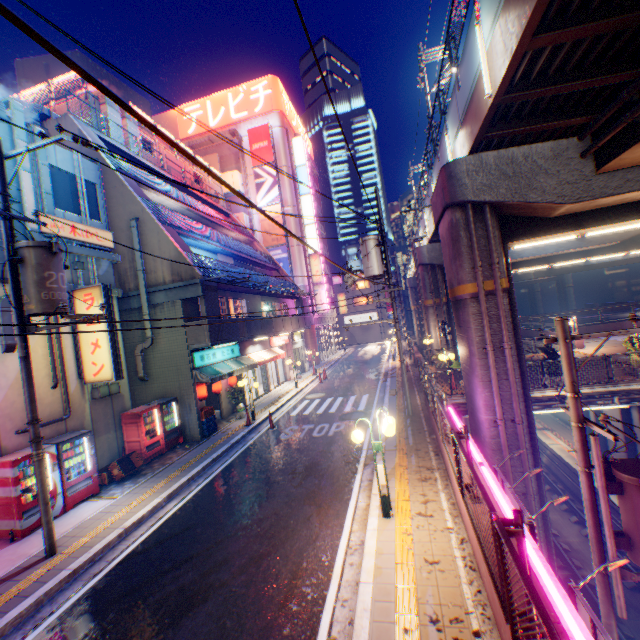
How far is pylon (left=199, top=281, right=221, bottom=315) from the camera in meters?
14.8

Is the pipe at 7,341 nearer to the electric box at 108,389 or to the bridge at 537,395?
the electric box at 108,389

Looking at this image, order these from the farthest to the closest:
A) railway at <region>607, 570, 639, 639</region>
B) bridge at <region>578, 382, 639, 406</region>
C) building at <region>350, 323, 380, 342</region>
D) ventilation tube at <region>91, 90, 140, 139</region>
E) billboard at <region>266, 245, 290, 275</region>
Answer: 1. building at <region>350, 323, 380, 342</region>
2. billboard at <region>266, 245, 290, 275</region>
3. ventilation tube at <region>91, 90, 140, 139</region>
4. bridge at <region>578, 382, 639, 406</region>
5. railway at <region>607, 570, 639, 639</region>

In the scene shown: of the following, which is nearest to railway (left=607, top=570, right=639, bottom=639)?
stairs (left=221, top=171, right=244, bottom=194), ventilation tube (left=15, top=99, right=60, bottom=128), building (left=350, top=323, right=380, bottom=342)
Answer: building (left=350, top=323, right=380, bottom=342)

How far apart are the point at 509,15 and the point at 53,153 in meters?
14.5

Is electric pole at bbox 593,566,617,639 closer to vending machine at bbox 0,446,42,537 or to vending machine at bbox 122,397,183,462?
vending machine at bbox 0,446,42,537

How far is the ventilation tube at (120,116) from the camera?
19.3m

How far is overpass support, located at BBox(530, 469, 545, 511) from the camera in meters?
10.9 m
